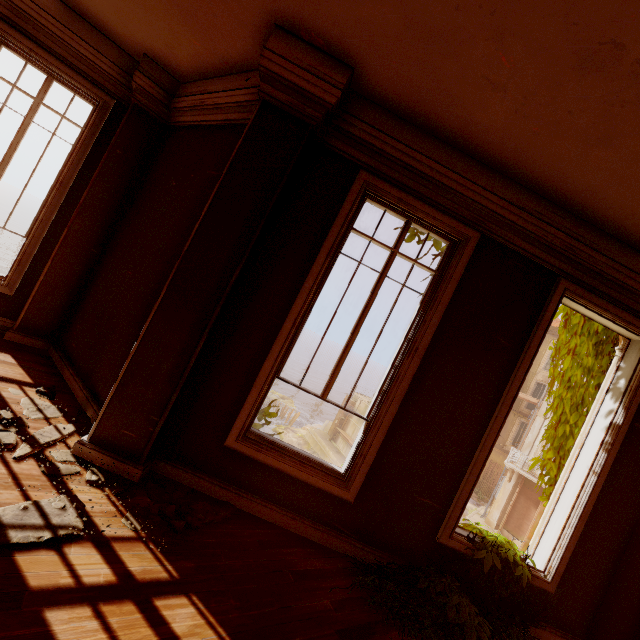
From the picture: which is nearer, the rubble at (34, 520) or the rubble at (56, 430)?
the rubble at (34, 520)

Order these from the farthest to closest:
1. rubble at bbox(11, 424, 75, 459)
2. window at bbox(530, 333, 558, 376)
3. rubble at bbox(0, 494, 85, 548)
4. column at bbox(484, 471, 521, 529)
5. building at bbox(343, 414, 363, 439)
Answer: building at bbox(343, 414, 363, 439) < window at bbox(530, 333, 558, 376) < column at bbox(484, 471, 521, 529) < rubble at bbox(11, 424, 75, 459) < rubble at bbox(0, 494, 85, 548)

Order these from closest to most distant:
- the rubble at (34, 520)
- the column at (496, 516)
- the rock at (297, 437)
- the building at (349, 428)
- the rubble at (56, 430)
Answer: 1. the rubble at (34, 520)
2. the rubble at (56, 430)
3. the column at (496, 516)
4. the building at (349, 428)
5. the rock at (297, 437)

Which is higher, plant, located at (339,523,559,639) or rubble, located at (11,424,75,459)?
plant, located at (339,523,559,639)

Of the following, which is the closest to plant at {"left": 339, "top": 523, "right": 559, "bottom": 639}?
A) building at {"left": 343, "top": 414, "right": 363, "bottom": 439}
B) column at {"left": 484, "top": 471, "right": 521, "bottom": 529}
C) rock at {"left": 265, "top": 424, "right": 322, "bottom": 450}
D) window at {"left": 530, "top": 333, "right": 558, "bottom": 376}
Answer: building at {"left": 343, "top": 414, "right": 363, "bottom": 439}

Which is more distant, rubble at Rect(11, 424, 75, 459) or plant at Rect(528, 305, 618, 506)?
plant at Rect(528, 305, 618, 506)

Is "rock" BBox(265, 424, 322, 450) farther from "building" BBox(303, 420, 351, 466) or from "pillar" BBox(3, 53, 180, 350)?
"pillar" BBox(3, 53, 180, 350)

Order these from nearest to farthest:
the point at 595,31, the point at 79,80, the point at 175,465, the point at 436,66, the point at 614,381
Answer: the point at 595,31
the point at 436,66
the point at 175,465
the point at 614,381
the point at 79,80
